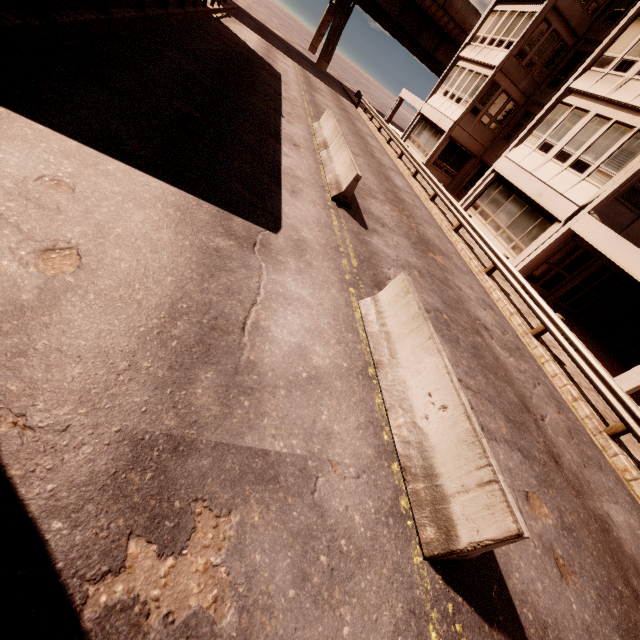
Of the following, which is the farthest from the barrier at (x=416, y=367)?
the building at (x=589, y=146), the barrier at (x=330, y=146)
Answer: the building at (x=589, y=146)

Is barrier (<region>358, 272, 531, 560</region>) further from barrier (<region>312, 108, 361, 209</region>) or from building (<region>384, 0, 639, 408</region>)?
building (<region>384, 0, 639, 408</region>)

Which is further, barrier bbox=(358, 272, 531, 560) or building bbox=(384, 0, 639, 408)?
building bbox=(384, 0, 639, 408)

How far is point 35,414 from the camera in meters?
2.4 m

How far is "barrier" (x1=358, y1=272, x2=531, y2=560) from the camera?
3.2m

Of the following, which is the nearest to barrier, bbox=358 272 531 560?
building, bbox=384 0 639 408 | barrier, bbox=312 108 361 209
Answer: barrier, bbox=312 108 361 209

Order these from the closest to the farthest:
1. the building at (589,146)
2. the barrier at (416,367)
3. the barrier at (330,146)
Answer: the barrier at (416,367) < the barrier at (330,146) < the building at (589,146)

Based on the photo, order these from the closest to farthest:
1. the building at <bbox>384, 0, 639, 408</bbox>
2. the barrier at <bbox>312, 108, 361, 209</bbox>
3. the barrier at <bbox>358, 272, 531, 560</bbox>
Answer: the barrier at <bbox>358, 272, 531, 560</bbox> → the barrier at <bbox>312, 108, 361, 209</bbox> → the building at <bbox>384, 0, 639, 408</bbox>
